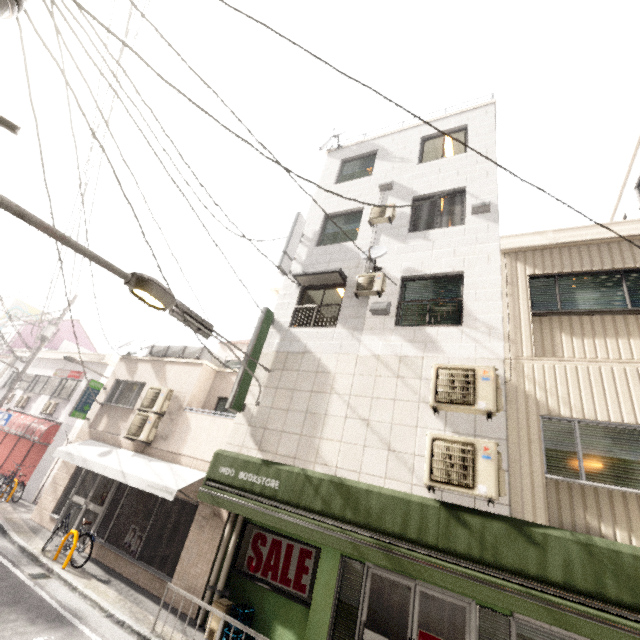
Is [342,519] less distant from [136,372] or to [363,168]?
[136,372]

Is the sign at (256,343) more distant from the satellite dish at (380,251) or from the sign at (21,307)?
the sign at (21,307)

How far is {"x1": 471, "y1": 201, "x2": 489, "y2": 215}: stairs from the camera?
8.0m

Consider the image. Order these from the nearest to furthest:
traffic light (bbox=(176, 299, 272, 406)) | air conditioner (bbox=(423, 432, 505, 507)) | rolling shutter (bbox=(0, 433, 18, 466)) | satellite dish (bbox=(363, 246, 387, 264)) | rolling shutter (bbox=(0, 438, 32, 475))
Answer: air conditioner (bbox=(423, 432, 505, 507)) < traffic light (bbox=(176, 299, 272, 406)) < satellite dish (bbox=(363, 246, 387, 264)) < rolling shutter (bbox=(0, 438, 32, 475)) < rolling shutter (bbox=(0, 433, 18, 466))

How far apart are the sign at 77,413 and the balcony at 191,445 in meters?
4.6

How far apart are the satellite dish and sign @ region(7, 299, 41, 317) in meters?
35.8 m

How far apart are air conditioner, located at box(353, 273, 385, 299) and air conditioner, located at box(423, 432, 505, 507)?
3.46m

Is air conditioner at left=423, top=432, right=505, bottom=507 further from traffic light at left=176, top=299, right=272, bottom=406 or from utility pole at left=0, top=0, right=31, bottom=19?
utility pole at left=0, top=0, right=31, bottom=19
